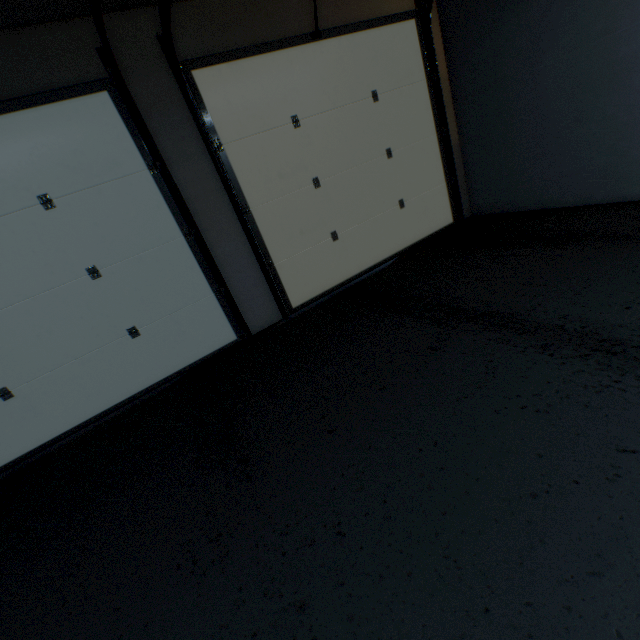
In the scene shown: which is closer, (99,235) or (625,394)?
(625,394)
